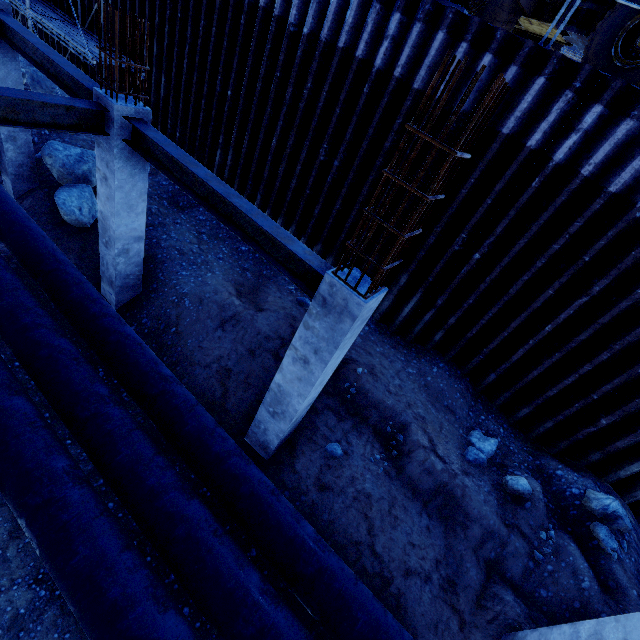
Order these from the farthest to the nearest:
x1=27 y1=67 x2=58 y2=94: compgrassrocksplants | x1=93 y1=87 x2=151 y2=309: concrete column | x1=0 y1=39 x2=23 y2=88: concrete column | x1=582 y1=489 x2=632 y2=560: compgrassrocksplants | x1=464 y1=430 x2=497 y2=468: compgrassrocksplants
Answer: x1=27 y1=67 x2=58 y2=94: compgrassrocksplants < x1=0 y1=39 x2=23 y2=88: concrete column < x1=464 y1=430 x2=497 y2=468: compgrassrocksplants < x1=582 y1=489 x2=632 y2=560: compgrassrocksplants < x1=93 y1=87 x2=151 y2=309: concrete column

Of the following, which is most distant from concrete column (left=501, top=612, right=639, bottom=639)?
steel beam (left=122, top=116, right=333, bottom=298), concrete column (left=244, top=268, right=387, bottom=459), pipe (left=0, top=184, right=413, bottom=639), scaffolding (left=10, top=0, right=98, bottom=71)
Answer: scaffolding (left=10, top=0, right=98, bottom=71)

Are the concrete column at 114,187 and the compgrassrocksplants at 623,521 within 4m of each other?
no

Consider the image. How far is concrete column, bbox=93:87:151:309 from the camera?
5.2m

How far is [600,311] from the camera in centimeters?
599cm

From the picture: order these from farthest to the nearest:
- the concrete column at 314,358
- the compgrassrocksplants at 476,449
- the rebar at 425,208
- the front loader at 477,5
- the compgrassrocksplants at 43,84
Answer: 1. the compgrassrocksplants at 43,84
2. the front loader at 477,5
3. the compgrassrocksplants at 476,449
4. the concrete column at 314,358
5. the rebar at 425,208

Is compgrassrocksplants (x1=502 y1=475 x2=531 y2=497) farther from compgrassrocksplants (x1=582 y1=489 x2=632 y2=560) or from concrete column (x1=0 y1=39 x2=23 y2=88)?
concrete column (x1=0 y1=39 x2=23 y2=88)

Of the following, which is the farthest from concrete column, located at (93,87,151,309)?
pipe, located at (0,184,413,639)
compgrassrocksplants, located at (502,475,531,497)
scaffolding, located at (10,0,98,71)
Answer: compgrassrocksplants, located at (502,475,531,497)
